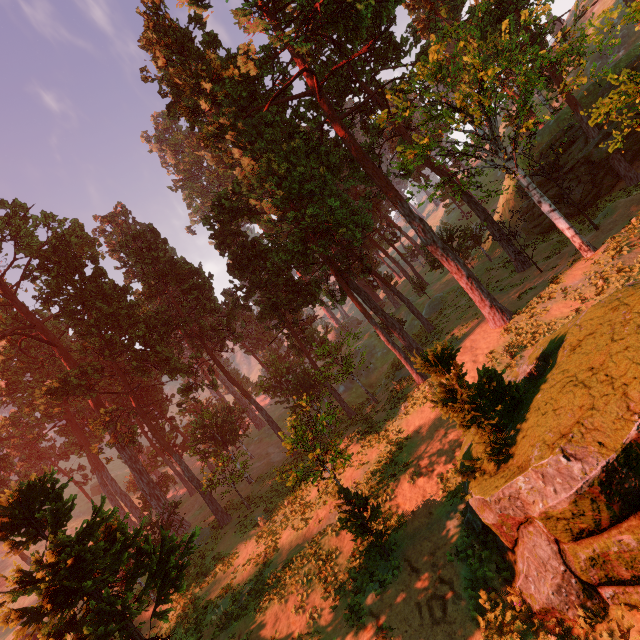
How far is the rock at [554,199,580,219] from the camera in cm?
2936

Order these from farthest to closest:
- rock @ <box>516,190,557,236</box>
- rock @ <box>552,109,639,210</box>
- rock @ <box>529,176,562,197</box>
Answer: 1. rock @ <box>516,190,557,236</box>
2. rock @ <box>529,176,562,197</box>
3. rock @ <box>552,109,639,210</box>

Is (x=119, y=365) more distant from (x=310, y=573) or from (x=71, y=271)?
(x=310, y=573)

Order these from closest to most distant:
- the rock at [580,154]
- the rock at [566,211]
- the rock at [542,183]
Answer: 1. the rock at [580,154]
2. the rock at [566,211]
3. the rock at [542,183]

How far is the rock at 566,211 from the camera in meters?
29.4 m

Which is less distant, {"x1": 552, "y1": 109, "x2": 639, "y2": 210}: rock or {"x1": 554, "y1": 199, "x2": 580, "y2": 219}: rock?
{"x1": 552, "y1": 109, "x2": 639, "y2": 210}: rock
